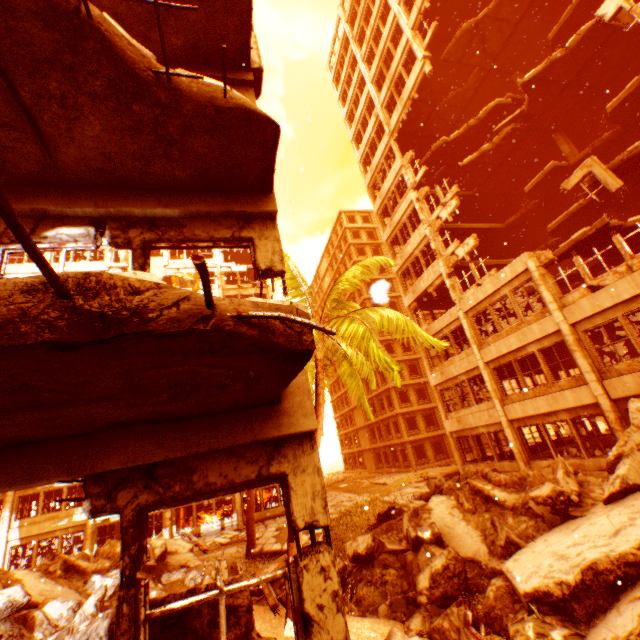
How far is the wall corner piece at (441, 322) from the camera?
19.0m

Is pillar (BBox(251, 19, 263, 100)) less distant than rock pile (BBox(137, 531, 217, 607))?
No

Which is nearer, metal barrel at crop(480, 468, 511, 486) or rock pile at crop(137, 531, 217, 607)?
rock pile at crop(137, 531, 217, 607)

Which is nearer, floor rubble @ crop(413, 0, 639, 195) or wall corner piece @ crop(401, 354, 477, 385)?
floor rubble @ crop(413, 0, 639, 195)

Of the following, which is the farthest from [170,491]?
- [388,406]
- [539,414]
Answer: [388,406]

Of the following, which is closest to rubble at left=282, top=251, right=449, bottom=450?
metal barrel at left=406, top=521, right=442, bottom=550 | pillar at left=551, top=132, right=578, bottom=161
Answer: metal barrel at left=406, top=521, right=442, bottom=550

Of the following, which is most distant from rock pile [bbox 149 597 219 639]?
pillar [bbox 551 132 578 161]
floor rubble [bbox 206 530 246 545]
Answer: pillar [bbox 551 132 578 161]

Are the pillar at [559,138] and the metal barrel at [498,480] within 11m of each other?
no
